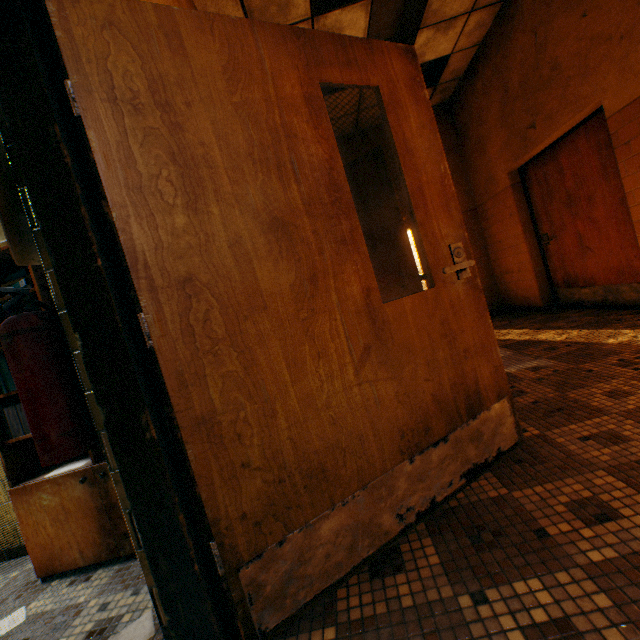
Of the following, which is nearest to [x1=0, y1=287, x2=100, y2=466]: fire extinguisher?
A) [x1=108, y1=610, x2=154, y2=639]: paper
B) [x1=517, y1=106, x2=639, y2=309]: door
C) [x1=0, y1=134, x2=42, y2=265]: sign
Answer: [x1=0, y1=134, x2=42, y2=265]: sign

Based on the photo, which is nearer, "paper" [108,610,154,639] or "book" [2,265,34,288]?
"paper" [108,610,154,639]

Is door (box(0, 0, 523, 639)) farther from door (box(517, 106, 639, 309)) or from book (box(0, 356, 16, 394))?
door (box(517, 106, 639, 309))

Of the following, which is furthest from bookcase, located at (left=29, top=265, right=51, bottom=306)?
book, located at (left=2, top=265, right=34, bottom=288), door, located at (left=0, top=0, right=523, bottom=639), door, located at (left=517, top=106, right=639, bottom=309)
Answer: door, located at (left=517, top=106, right=639, bottom=309)

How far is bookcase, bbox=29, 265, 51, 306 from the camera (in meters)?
1.69

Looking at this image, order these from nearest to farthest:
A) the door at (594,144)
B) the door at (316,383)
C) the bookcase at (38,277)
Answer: the door at (316,383) → the bookcase at (38,277) → the door at (594,144)

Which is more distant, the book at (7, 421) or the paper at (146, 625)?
the book at (7, 421)

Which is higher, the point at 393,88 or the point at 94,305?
the point at 393,88
